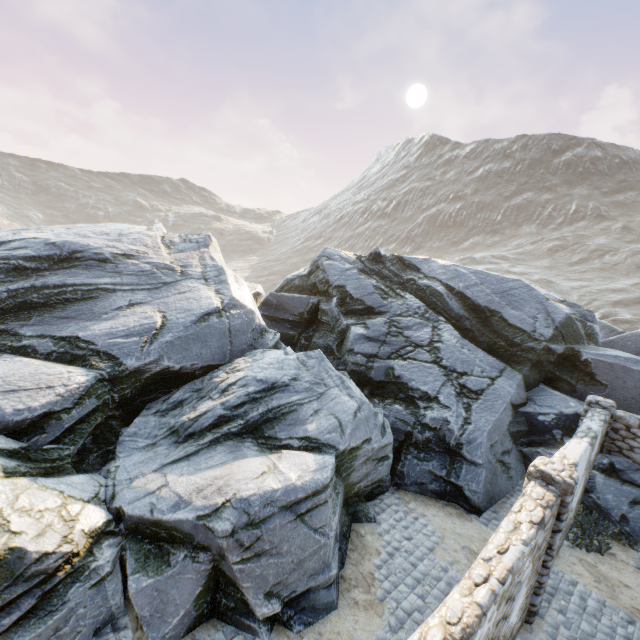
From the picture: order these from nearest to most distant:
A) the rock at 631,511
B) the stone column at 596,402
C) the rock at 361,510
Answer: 1. the rock at 361,510
2. the rock at 631,511
3. the stone column at 596,402

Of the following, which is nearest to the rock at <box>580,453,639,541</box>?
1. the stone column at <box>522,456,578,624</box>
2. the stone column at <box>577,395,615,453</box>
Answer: the stone column at <box>577,395,615,453</box>

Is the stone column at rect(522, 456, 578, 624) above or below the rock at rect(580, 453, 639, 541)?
above

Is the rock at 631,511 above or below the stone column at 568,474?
below

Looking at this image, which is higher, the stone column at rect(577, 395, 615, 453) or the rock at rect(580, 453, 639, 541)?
the stone column at rect(577, 395, 615, 453)

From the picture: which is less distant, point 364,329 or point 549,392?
point 549,392

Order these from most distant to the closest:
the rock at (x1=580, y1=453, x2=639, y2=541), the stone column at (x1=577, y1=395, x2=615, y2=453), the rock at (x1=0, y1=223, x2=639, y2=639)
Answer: the stone column at (x1=577, y1=395, x2=615, y2=453) < the rock at (x1=580, y1=453, x2=639, y2=541) < the rock at (x1=0, y1=223, x2=639, y2=639)

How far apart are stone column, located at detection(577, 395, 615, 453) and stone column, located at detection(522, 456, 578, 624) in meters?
5.4 m
